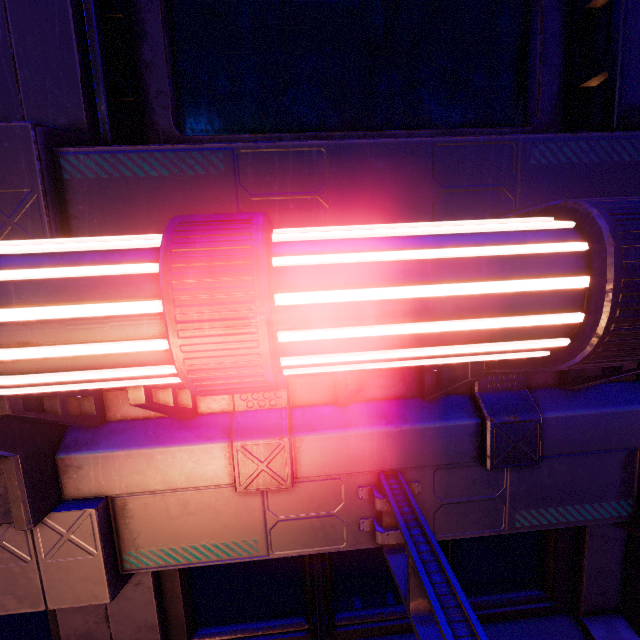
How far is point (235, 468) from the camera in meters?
2.2
